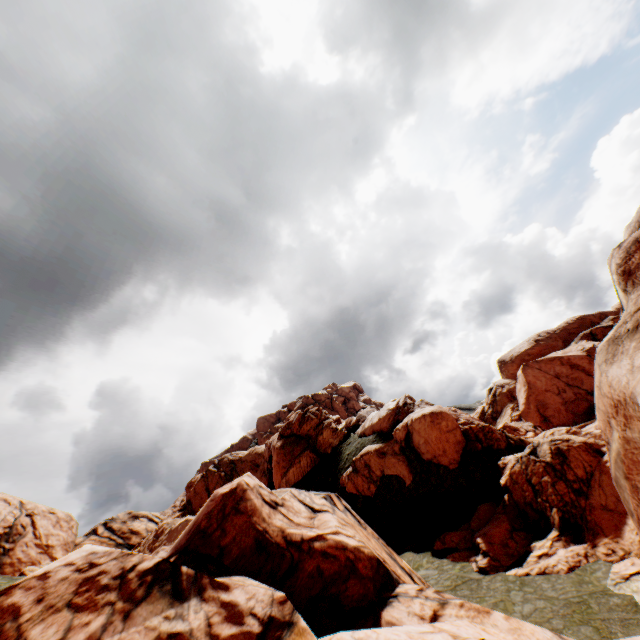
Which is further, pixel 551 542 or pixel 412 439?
pixel 412 439
